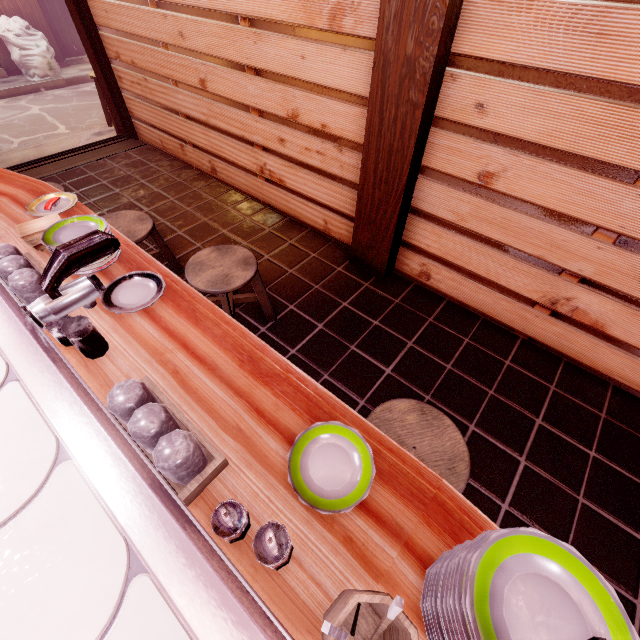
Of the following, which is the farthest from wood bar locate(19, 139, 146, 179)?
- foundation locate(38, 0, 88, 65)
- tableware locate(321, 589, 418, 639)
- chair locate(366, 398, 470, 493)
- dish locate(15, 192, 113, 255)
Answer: tableware locate(321, 589, 418, 639)

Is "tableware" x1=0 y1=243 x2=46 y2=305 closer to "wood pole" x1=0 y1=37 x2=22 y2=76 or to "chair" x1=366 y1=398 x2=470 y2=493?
"chair" x1=366 y1=398 x2=470 y2=493

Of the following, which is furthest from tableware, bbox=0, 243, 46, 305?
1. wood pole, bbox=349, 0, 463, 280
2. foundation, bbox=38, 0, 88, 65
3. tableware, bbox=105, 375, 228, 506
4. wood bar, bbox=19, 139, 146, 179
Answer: foundation, bbox=38, 0, 88, 65

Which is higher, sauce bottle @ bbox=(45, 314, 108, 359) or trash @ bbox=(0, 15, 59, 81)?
sauce bottle @ bbox=(45, 314, 108, 359)

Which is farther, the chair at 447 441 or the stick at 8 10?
the stick at 8 10

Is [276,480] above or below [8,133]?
above

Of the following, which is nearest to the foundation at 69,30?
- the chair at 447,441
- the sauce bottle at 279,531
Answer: the chair at 447,441

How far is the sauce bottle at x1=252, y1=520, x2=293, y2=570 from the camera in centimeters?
136cm
